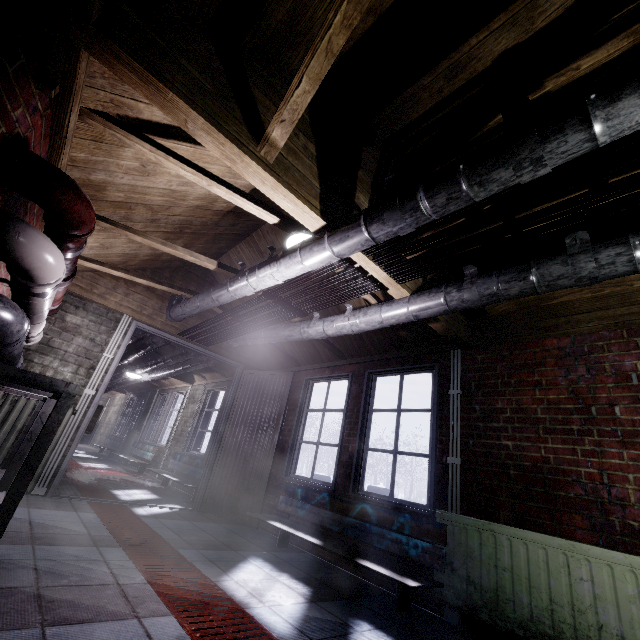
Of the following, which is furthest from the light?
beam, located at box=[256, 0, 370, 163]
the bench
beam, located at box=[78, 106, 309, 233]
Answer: the bench

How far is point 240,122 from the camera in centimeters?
156cm

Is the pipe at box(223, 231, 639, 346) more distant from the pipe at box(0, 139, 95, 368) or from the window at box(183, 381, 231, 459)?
the pipe at box(0, 139, 95, 368)

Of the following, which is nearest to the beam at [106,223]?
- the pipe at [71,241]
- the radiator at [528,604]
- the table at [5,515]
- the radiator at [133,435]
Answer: the pipe at [71,241]

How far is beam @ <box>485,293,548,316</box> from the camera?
2.3 meters

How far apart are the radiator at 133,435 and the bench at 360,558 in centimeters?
683cm

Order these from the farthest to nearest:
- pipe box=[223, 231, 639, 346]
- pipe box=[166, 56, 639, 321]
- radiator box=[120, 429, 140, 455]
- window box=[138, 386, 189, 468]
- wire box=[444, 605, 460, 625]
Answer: radiator box=[120, 429, 140, 455] < window box=[138, 386, 189, 468] < wire box=[444, 605, 460, 625] < pipe box=[223, 231, 639, 346] < pipe box=[166, 56, 639, 321]

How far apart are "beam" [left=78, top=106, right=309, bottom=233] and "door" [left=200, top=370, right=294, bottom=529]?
2.5 meters
